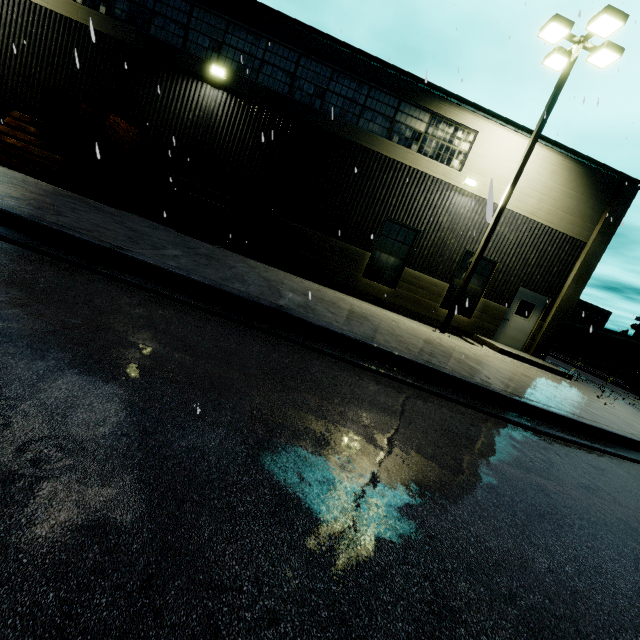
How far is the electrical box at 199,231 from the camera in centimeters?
1100cm

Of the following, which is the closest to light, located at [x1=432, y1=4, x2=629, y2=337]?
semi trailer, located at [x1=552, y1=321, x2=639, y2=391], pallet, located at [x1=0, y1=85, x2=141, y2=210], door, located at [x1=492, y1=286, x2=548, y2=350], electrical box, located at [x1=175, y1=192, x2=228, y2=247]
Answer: door, located at [x1=492, y1=286, x2=548, y2=350]

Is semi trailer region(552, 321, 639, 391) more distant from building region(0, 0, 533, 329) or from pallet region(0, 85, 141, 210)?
pallet region(0, 85, 141, 210)

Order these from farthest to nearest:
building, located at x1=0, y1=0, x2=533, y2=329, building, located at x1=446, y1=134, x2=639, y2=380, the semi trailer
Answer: the semi trailer < building, located at x1=446, y1=134, x2=639, y2=380 < building, located at x1=0, y1=0, x2=533, y2=329

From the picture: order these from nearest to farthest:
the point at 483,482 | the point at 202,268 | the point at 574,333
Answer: the point at 483,482, the point at 202,268, the point at 574,333

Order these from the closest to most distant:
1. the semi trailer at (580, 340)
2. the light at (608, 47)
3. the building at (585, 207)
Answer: the light at (608, 47) < the building at (585, 207) < the semi trailer at (580, 340)

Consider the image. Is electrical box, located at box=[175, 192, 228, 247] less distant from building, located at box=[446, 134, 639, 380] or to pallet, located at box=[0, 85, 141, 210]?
building, located at box=[446, 134, 639, 380]

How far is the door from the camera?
13.4 meters
